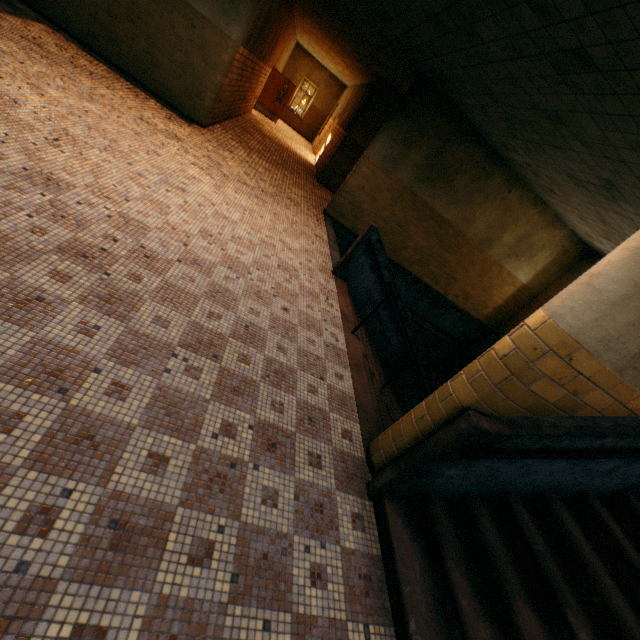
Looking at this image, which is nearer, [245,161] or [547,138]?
[547,138]

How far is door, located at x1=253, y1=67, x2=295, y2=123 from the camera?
16.4 meters

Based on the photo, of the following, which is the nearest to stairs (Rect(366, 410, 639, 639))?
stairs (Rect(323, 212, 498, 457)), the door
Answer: stairs (Rect(323, 212, 498, 457))

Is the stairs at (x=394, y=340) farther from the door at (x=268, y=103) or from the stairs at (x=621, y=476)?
the door at (x=268, y=103)

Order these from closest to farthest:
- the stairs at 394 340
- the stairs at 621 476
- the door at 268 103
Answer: the stairs at 621 476, the stairs at 394 340, the door at 268 103

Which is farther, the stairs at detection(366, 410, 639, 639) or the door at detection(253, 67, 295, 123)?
the door at detection(253, 67, 295, 123)

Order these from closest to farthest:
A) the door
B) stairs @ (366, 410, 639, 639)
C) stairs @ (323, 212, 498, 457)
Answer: stairs @ (366, 410, 639, 639) < stairs @ (323, 212, 498, 457) < the door
